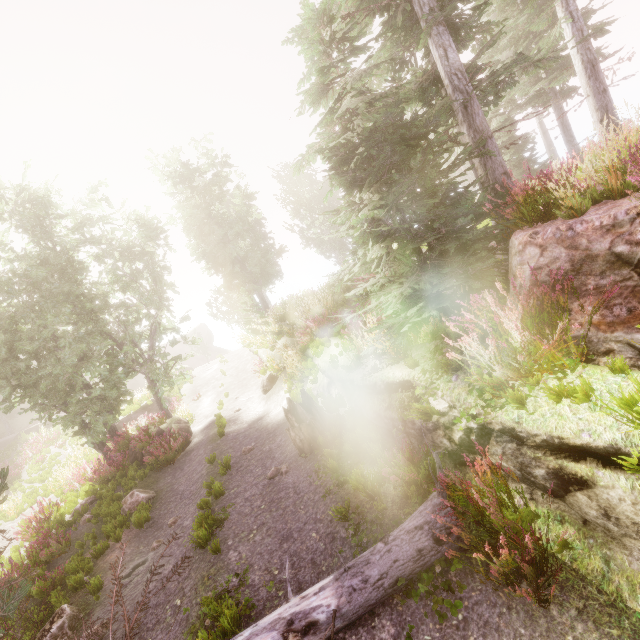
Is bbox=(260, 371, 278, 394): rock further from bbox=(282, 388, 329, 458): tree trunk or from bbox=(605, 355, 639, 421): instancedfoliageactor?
bbox=(282, 388, 329, 458): tree trunk

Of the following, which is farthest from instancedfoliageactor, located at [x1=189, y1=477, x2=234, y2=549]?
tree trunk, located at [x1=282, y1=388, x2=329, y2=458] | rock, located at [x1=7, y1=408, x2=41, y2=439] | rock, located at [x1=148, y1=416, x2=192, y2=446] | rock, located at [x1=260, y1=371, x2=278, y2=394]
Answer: rock, located at [x1=260, y1=371, x2=278, y2=394]

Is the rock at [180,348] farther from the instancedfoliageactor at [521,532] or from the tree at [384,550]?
the tree at [384,550]

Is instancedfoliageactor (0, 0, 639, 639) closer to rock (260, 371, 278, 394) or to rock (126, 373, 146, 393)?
rock (126, 373, 146, 393)

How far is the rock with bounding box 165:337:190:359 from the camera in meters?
49.4 m

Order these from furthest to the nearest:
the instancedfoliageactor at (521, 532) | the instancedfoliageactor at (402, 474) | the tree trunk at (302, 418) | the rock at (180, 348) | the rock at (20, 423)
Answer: the rock at (180, 348) → the rock at (20, 423) → the tree trunk at (302, 418) → the instancedfoliageactor at (402, 474) → the instancedfoliageactor at (521, 532)

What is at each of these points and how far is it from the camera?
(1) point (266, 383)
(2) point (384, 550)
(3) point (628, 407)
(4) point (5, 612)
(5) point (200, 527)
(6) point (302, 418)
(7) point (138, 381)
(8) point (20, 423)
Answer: (1) rock, 14.5m
(2) tree, 4.0m
(3) instancedfoliageactor, 2.5m
(4) tree, 4.4m
(5) instancedfoliageactor, 6.7m
(6) tree trunk, 7.8m
(7) rock, 48.5m
(8) rock, 33.2m

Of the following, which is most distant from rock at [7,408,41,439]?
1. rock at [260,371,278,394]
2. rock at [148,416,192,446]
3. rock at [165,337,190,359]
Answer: rock at [260,371,278,394]
